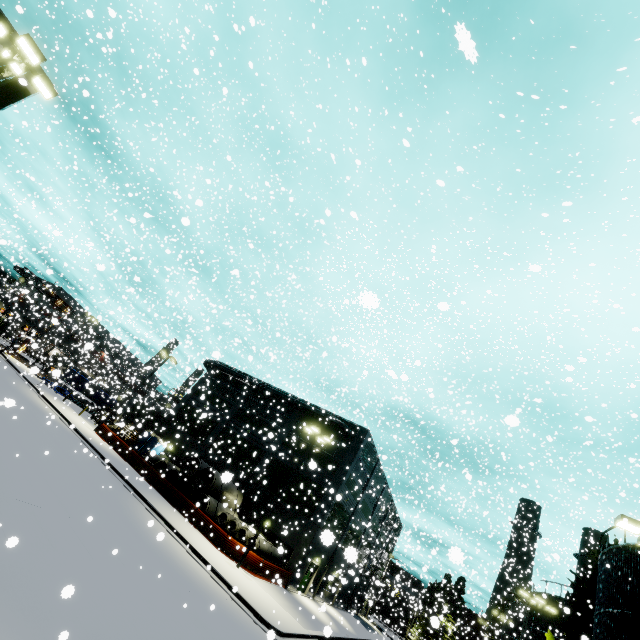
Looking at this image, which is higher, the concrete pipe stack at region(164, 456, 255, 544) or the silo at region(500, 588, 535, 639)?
the silo at region(500, 588, 535, 639)

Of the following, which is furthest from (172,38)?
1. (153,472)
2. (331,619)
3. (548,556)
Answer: (548,556)

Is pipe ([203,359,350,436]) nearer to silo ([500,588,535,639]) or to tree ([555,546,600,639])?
silo ([500,588,535,639])

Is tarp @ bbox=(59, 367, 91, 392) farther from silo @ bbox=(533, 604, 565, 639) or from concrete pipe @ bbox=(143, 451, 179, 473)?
silo @ bbox=(533, 604, 565, 639)

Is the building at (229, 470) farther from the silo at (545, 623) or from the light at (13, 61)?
the silo at (545, 623)

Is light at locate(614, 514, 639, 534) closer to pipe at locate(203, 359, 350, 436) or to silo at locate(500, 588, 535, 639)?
silo at locate(500, 588, 535, 639)

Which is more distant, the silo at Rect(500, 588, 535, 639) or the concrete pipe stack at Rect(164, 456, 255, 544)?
the silo at Rect(500, 588, 535, 639)

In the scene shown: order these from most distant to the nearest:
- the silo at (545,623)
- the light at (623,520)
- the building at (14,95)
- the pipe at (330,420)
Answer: the pipe at (330,420)
the silo at (545,623)
the building at (14,95)
the light at (623,520)
